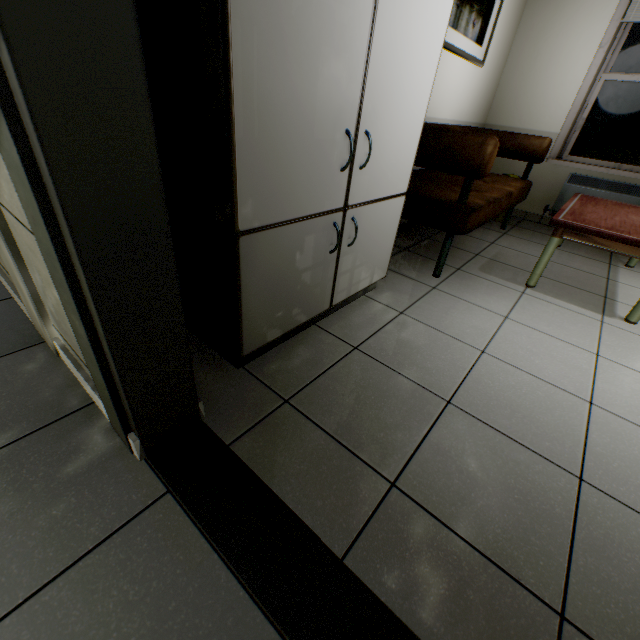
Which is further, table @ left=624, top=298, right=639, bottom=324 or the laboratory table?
table @ left=624, top=298, right=639, bottom=324

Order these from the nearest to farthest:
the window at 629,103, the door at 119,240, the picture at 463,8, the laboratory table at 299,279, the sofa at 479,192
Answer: the door at 119,240 → the laboratory table at 299,279 → the sofa at 479,192 → the picture at 463,8 → the window at 629,103

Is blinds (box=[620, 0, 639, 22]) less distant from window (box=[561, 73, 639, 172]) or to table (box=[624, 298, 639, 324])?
window (box=[561, 73, 639, 172])

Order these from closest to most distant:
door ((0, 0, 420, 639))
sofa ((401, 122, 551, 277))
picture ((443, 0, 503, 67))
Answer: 1. door ((0, 0, 420, 639))
2. sofa ((401, 122, 551, 277))
3. picture ((443, 0, 503, 67))

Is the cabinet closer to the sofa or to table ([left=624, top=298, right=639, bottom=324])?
the sofa

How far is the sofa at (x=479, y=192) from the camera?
2.0m

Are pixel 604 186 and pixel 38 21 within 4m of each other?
no

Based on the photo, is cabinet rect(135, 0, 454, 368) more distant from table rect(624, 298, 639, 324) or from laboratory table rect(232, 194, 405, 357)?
table rect(624, 298, 639, 324)
